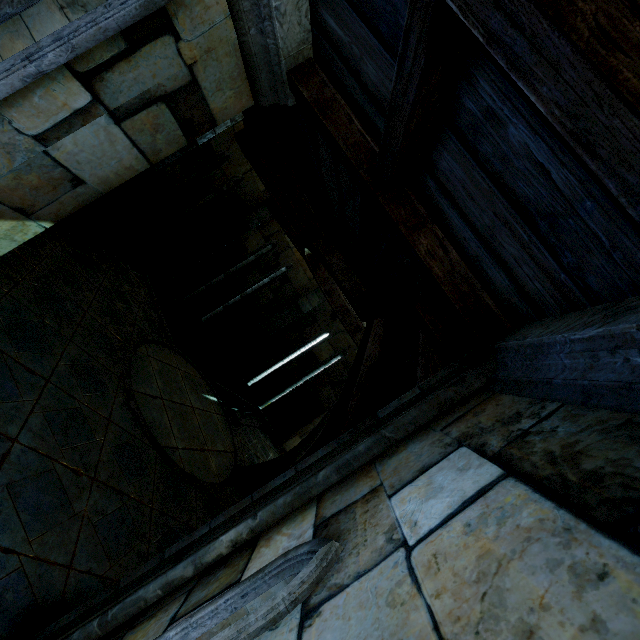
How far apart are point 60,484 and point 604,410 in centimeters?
455cm
